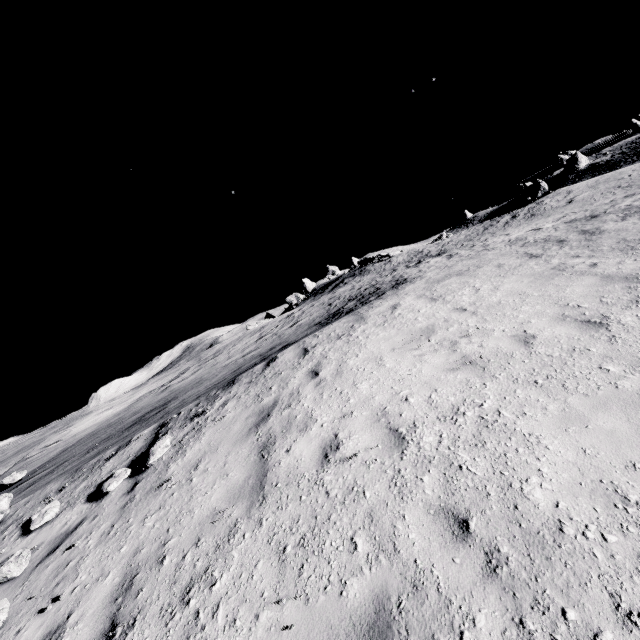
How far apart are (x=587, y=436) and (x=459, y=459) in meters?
1.4 m

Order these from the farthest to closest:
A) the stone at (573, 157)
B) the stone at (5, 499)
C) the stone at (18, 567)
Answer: the stone at (573, 157) → the stone at (5, 499) → the stone at (18, 567)

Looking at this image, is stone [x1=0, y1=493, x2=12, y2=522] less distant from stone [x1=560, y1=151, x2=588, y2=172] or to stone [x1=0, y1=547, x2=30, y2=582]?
stone [x1=0, y1=547, x2=30, y2=582]

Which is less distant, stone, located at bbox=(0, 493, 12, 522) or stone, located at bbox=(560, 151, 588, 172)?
stone, located at bbox=(0, 493, 12, 522)

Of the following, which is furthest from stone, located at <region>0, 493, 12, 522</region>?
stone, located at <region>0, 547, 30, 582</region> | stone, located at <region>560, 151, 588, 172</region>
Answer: stone, located at <region>560, 151, 588, 172</region>

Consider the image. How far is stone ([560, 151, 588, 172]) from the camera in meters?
53.2

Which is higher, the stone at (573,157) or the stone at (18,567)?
the stone at (573,157)
